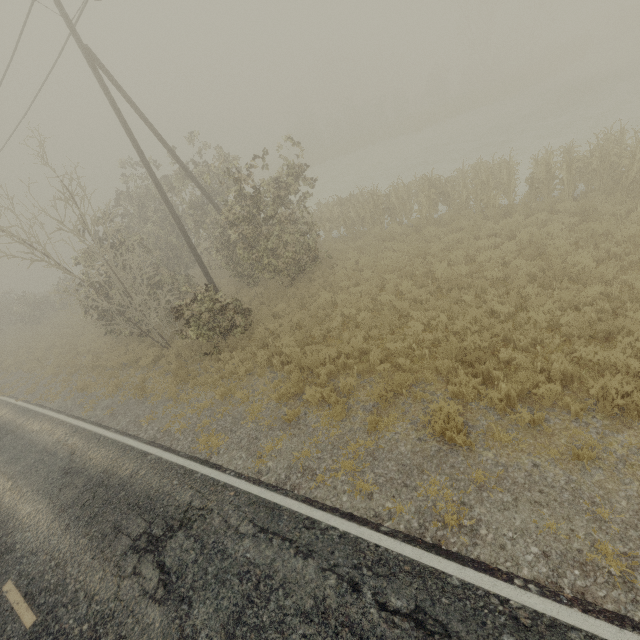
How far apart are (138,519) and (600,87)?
37.7m

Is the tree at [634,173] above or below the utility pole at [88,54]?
below

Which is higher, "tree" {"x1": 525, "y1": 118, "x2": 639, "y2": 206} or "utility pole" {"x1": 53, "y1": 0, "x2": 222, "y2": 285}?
"utility pole" {"x1": 53, "y1": 0, "x2": 222, "y2": 285}
